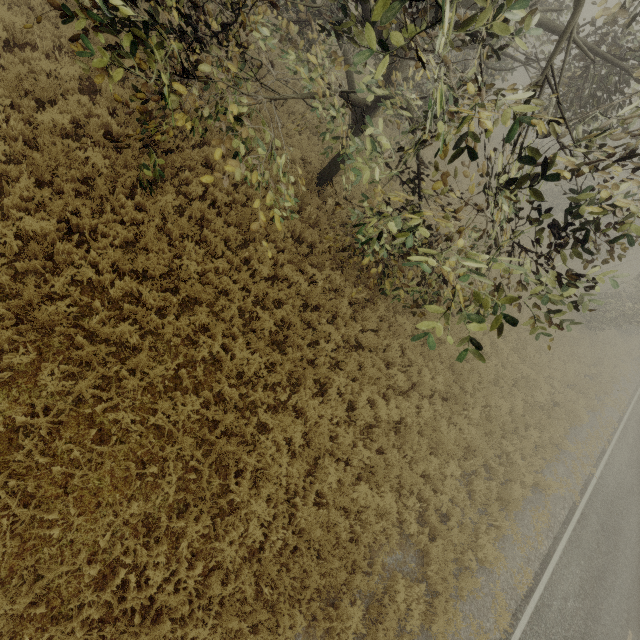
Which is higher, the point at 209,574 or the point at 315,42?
the point at 315,42
